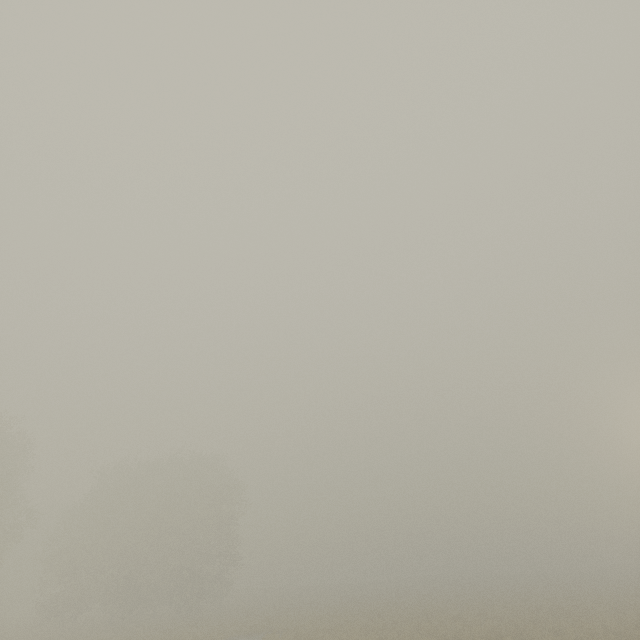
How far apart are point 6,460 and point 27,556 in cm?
3794
